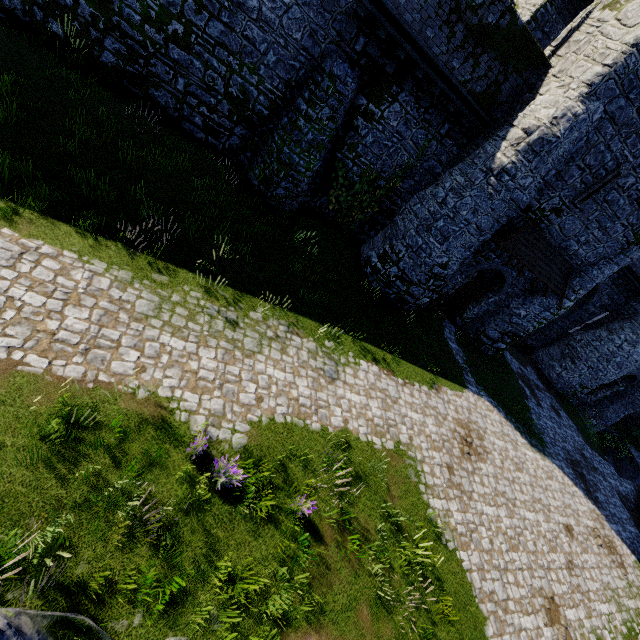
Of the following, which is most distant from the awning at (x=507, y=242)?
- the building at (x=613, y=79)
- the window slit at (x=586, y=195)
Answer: the window slit at (x=586, y=195)

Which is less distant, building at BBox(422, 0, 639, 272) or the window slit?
building at BBox(422, 0, 639, 272)

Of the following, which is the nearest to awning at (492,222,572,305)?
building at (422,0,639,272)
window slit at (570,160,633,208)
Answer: building at (422,0,639,272)

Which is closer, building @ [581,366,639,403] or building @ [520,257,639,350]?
building @ [520,257,639,350]

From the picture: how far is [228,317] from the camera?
9.02m

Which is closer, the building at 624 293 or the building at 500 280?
the building at 500 280

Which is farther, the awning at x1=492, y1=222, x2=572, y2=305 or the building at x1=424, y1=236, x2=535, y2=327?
the building at x1=424, y1=236, x2=535, y2=327

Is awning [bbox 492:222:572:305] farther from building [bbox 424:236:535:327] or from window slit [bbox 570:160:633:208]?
window slit [bbox 570:160:633:208]
